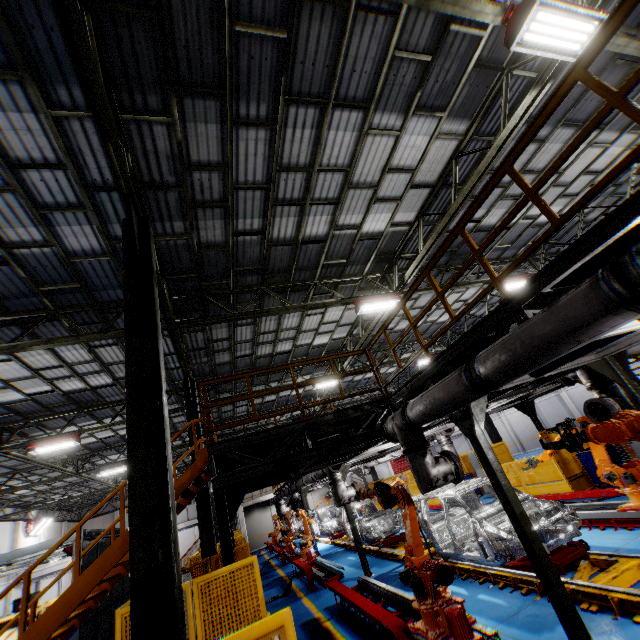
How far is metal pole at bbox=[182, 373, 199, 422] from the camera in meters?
11.7

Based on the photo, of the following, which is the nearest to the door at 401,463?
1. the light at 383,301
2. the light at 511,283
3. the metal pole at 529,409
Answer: the metal pole at 529,409

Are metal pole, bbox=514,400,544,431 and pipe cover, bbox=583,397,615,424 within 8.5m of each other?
yes

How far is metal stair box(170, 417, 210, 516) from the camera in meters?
7.1

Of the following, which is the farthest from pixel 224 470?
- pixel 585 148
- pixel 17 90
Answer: pixel 585 148

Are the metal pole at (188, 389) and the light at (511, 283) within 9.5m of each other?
no

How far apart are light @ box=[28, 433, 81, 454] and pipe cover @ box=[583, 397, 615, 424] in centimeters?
1749cm

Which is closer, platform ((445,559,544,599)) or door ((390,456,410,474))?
platform ((445,559,544,599))
